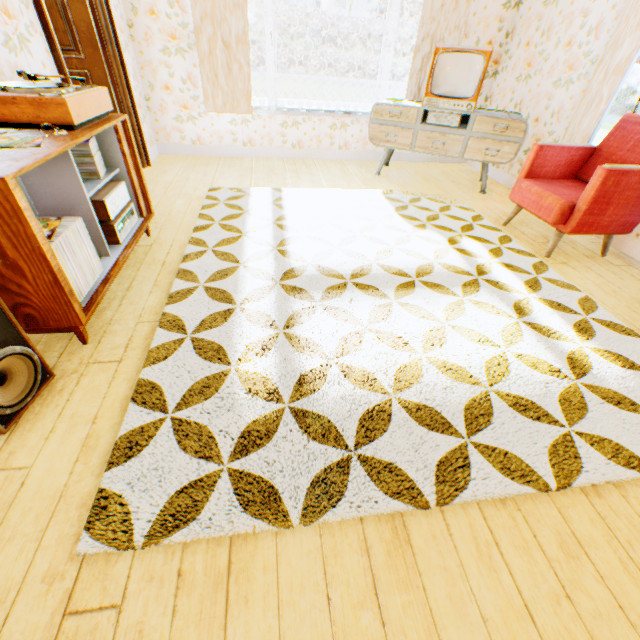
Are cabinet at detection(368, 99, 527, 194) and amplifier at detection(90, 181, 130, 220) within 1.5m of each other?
no

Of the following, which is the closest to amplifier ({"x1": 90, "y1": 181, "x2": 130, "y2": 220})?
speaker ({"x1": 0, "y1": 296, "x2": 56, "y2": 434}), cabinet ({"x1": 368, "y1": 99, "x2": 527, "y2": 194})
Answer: speaker ({"x1": 0, "y1": 296, "x2": 56, "y2": 434})

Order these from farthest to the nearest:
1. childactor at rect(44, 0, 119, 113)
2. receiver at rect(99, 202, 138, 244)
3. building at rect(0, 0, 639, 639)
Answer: childactor at rect(44, 0, 119, 113) → receiver at rect(99, 202, 138, 244) → building at rect(0, 0, 639, 639)

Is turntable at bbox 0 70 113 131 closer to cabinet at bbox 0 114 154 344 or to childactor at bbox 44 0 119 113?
cabinet at bbox 0 114 154 344

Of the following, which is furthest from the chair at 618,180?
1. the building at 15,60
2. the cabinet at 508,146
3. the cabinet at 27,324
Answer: the cabinet at 27,324

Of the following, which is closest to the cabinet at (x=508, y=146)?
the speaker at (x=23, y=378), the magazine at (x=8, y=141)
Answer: the magazine at (x=8, y=141)

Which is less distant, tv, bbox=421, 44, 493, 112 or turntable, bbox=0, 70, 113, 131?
turntable, bbox=0, 70, 113, 131

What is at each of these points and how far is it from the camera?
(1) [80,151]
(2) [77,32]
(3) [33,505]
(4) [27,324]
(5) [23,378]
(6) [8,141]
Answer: (1) vinyl record, 2.2 meters
(2) childactor, 3.6 meters
(3) building, 1.3 meters
(4) cabinet, 1.7 meters
(5) speaker, 1.6 meters
(6) magazine, 1.6 meters
